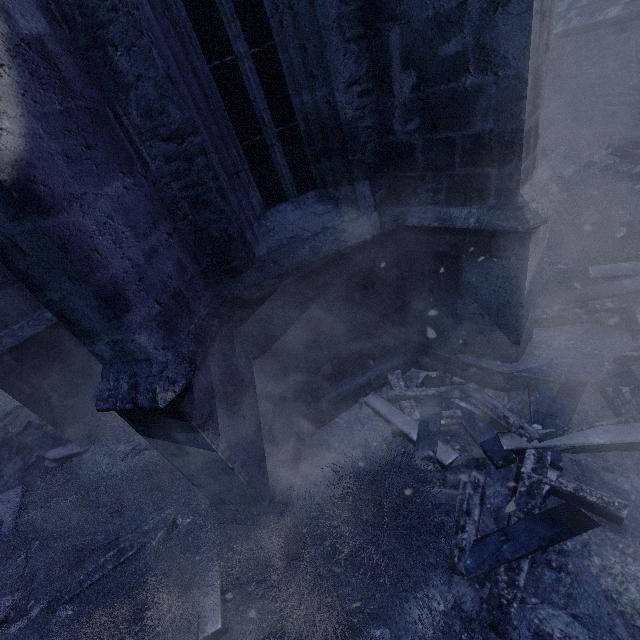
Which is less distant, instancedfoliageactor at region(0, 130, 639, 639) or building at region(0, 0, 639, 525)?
building at region(0, 0, 639, 525)

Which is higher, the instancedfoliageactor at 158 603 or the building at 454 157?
the building at 454 157

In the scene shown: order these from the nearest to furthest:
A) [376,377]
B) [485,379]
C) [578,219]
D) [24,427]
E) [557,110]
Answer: [485,379], [376,377], [24,427], [578,219], [557,110]

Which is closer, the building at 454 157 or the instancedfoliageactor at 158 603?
the building at 454 157

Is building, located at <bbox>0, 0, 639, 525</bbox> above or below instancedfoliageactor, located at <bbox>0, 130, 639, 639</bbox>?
above
